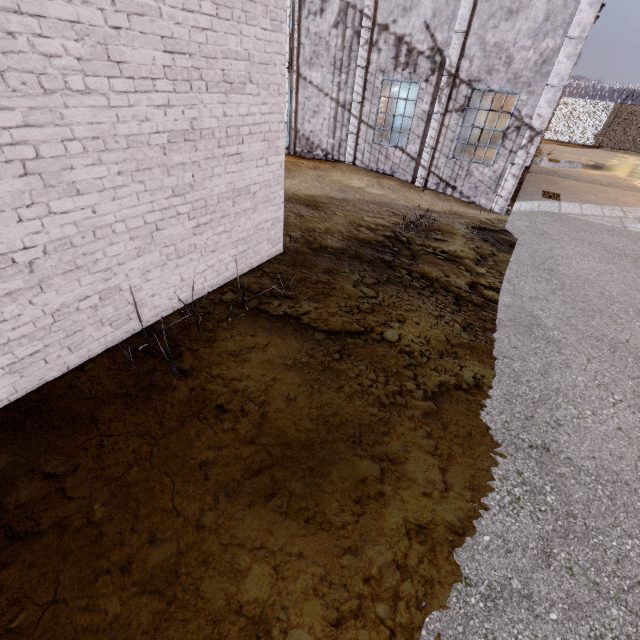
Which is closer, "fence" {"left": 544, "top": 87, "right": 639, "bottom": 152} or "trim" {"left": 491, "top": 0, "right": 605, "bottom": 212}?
Result: "trim" {"left": 491, "top": 0, "right": 605, "bottom": 212}

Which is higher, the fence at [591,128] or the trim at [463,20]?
the trim at [463,20]

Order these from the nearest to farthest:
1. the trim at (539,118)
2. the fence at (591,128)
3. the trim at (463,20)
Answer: the trim at (539,118), the trim at (463,20), the fence at (591,128)

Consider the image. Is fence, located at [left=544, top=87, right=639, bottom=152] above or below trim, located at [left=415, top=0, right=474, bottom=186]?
below

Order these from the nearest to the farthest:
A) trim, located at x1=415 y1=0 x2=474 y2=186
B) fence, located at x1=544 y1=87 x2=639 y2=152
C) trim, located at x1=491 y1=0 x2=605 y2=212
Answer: trim, located at x1=491 y1=0 x2=605 y2=212
trim, located at x1=415 y1=0 x2=474 y2=186
fence, located at x1=544 y1=87 x2=639 y2=152

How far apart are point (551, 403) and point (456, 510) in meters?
1.9 m

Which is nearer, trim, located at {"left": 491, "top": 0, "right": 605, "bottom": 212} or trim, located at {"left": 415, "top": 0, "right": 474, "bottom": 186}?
trim, located at {"left": 491, "top": 0, "right": 605, "bottom": 212}
